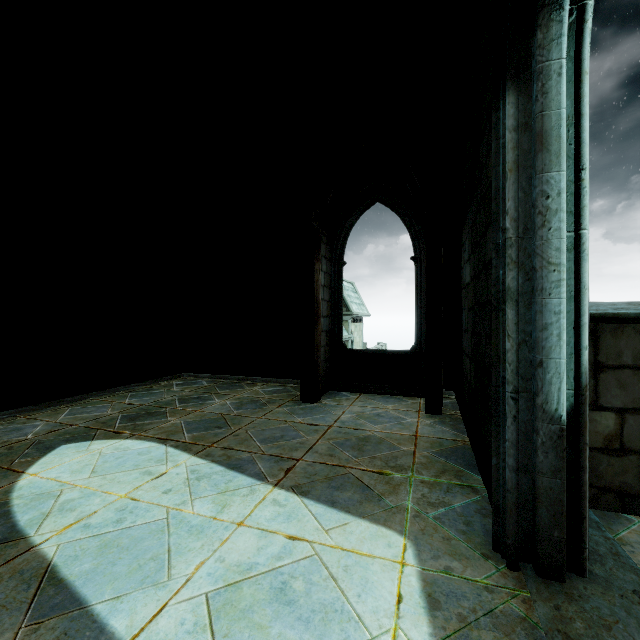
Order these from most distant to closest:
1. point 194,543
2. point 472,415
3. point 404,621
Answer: point 472,415
point 194,543
point 404,621
